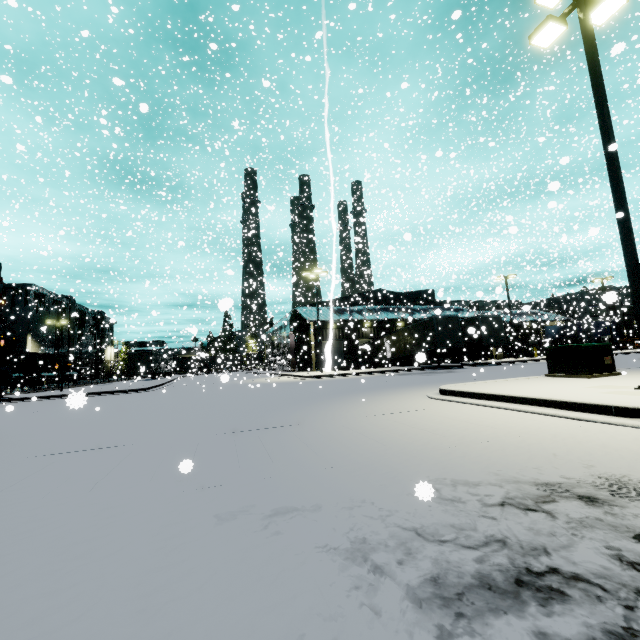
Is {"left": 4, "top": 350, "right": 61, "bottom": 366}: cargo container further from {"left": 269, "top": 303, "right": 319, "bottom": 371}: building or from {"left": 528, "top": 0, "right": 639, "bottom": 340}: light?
{"left": 528, "top": 0, "right": 639, "bottom": 340}: light

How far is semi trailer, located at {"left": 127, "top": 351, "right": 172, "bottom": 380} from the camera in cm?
3981

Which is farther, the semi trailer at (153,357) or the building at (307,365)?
the semi trailer at (153,357)

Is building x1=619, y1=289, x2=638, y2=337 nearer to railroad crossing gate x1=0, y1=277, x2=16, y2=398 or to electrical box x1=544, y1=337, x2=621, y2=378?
railroad crossing gate x1=0, y1=277, x2=16, y2=398

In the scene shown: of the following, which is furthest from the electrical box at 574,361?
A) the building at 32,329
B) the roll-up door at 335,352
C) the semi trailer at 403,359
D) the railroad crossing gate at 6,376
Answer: the railroad crossing gate at 6,376

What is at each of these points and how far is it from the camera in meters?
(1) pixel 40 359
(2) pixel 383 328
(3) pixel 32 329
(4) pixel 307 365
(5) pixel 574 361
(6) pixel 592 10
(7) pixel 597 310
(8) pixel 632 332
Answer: (1) cargo container, 37.8
(2) building, 43.1
(3) building, 50.5
(4) building, 39.3
(5) electrical box, 10.6
(6) light, 8.5
(7) building, 54.1
(8) building, 53.4

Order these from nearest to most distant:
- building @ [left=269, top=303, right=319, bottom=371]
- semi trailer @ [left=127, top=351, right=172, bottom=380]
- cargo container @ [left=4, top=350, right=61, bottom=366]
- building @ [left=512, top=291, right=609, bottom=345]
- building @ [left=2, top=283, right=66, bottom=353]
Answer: cargo container @ [left=4, top=350, right=61, bottom=366] → building @ [left=269, top=303, right=319, bottom=371] → building @ [left=512, top=291, right=609, bottom=345] → semi trailer @ [left=127, top=351, right=172, bottom=380] → building @ [left=2, top=283, right=66, bottom=353]

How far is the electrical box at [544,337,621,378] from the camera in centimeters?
1035cm
